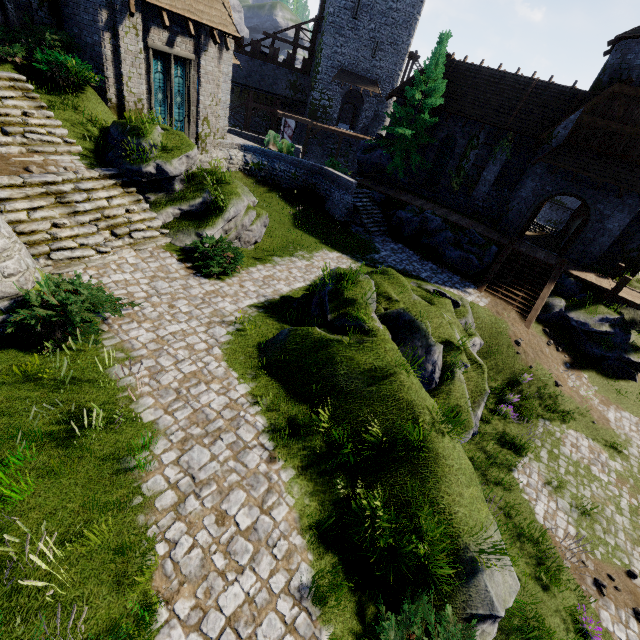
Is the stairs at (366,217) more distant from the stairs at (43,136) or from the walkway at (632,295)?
the stairs at (43,136)

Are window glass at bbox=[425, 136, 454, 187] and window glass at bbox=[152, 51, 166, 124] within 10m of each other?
no

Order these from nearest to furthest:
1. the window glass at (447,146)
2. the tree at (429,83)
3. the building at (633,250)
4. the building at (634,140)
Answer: the building at (634,140) < the building at (633,250) < the tree at (429,83) < the window glass at (447,146)

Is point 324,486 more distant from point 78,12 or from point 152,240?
point 78,12

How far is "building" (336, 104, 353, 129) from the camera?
42.8 meters

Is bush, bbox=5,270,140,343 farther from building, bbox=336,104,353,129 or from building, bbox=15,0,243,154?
building, bbox=336,104,353,129

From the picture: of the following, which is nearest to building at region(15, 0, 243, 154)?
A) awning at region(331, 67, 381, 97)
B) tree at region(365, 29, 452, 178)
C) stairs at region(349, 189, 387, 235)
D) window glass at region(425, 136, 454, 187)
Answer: stairs at region(349, 189, 387, 235)

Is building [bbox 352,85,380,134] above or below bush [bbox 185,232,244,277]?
above
